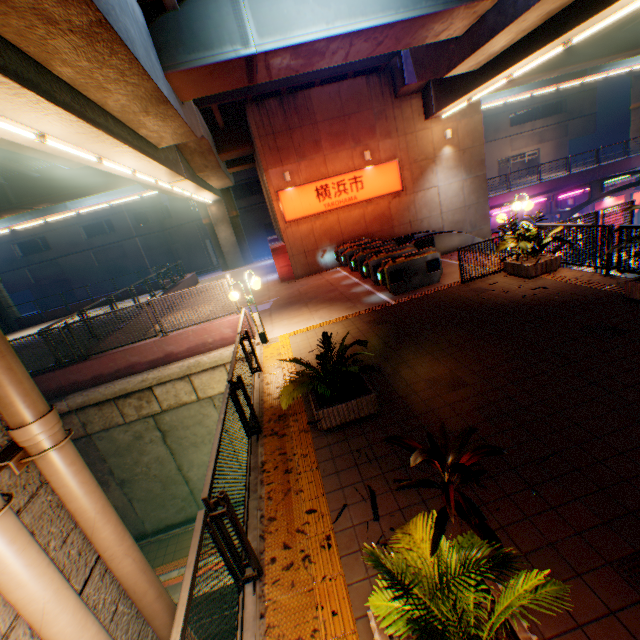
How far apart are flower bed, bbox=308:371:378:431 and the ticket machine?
7.0 meters

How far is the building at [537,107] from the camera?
41.9m

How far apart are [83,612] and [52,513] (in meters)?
0.74

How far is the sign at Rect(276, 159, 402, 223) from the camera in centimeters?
1681cm

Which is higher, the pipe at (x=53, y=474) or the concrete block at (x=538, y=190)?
the pipe at (x=53, y=474)

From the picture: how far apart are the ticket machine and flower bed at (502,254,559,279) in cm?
319

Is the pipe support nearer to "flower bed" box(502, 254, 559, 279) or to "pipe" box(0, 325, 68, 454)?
"pipe" box(0, 325, 68, 454)

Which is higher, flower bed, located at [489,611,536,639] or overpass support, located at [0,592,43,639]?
overpass support, located at [0,592,43,639]
